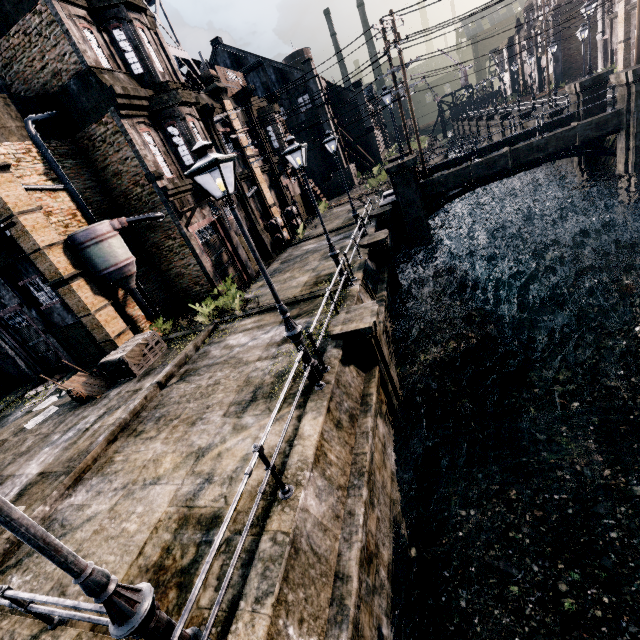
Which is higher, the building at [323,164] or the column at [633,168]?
the building at [323,164]

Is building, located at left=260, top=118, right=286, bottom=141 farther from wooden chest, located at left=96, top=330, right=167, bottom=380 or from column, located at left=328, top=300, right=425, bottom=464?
column, located at left=328, top=300, right=425, bottom=464

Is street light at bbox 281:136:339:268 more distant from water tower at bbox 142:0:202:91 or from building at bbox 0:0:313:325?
water tower at bbox 142:0:202:91

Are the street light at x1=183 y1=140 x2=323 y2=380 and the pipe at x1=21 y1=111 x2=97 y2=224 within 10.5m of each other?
no

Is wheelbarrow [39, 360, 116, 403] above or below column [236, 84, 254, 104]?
below

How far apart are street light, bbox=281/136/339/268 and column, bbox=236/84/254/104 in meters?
18.9 m

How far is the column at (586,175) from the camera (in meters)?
23.59

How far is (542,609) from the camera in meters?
7.8 m
